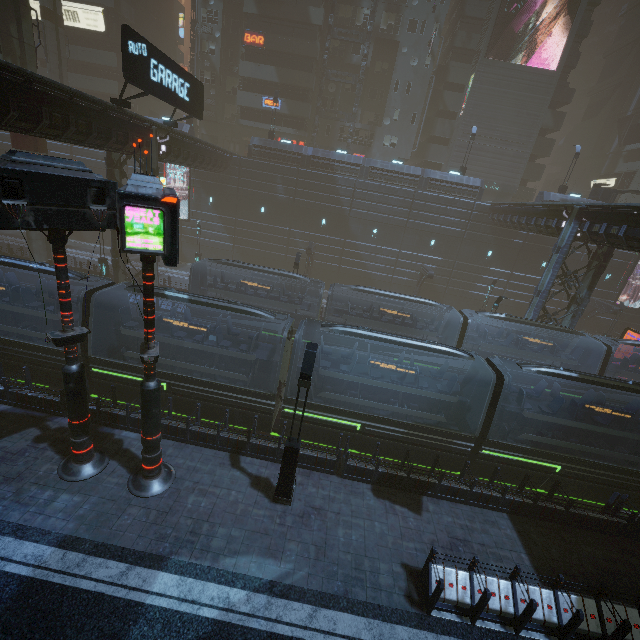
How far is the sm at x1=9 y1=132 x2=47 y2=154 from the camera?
21.67m

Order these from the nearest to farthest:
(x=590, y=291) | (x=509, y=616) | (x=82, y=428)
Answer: (x=509, y=616) → (x=82, y=428) → (x=590, y=291)

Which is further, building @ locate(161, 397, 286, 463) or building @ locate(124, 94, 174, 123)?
building @ locate(124, 94, 174, 123)

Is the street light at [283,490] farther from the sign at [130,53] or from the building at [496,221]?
the sign at [130,53]

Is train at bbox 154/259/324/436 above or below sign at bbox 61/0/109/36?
below

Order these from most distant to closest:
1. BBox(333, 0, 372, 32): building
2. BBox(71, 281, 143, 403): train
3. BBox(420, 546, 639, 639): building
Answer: BBox(333, 0, 372, 32): building
BBox(71, 281, 143, 403): train
BBox(420, 546, 639, 639): building

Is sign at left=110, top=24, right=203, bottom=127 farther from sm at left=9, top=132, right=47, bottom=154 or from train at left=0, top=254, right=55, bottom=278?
sm at left=9, top=132, right=47, bottom=154

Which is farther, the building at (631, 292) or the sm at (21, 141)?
the building at (631, 292)
